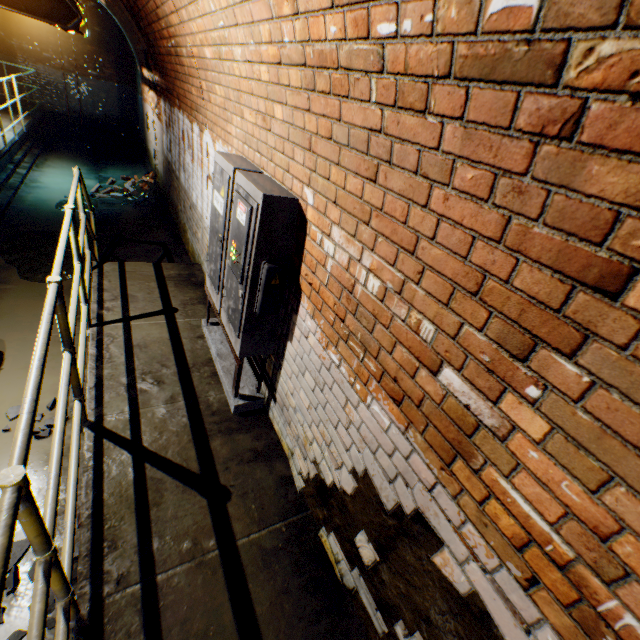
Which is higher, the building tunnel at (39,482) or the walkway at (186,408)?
the walkway at (186,408)

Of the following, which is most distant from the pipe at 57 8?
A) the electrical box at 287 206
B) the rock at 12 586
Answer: the rock at 12 586

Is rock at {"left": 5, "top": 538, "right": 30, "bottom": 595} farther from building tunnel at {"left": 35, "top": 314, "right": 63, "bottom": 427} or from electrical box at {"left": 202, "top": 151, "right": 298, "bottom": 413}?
electrical box at {"left": 202, "top": 151, "right": 298, "bottom": 413}

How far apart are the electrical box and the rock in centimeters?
153cm

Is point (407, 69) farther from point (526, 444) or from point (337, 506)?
point (337, 506)

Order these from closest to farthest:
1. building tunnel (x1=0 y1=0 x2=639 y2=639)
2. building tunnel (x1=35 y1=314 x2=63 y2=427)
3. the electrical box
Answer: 1. building tunnel (x1=0 y1=0 x2=639 y2=639)
2. the electrical box
3. building tunnel (x1=35 y1=314 x2=63 y2=427)

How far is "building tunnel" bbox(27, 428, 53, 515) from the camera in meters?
2.9

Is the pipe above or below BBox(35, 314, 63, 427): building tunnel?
Result: above
